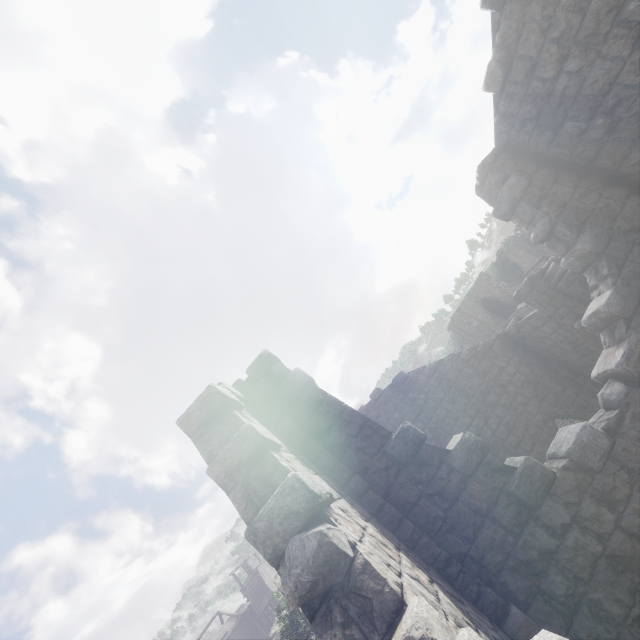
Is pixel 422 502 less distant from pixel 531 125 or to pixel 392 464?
pixel 392 464
